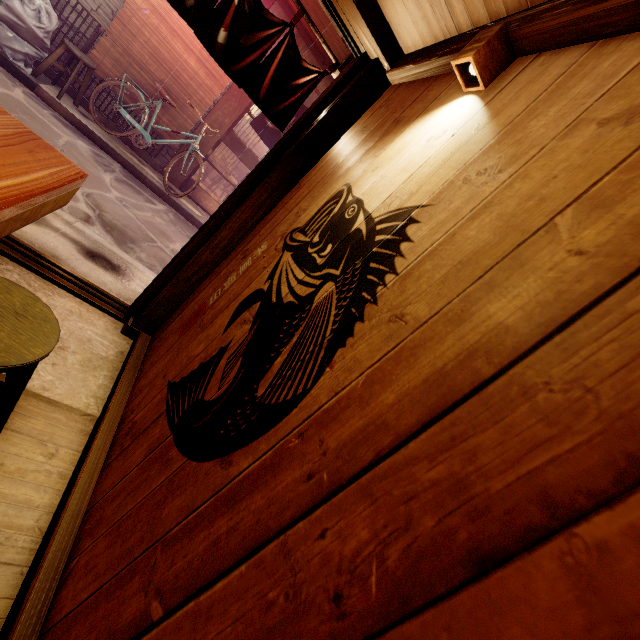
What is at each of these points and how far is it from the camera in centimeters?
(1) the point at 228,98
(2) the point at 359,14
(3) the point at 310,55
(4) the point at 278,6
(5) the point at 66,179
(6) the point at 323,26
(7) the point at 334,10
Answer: (1) wood pole, 1148cm
(2) wood bar, 349cm
(3) house, 1174cm
(4) house, 1087cm
(5) table, 251cm
(6) house, 1119cm
(7) door frame, 378cm

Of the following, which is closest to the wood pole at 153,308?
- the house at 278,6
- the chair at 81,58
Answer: the chair at 81,58

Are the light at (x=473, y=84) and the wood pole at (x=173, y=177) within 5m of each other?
no

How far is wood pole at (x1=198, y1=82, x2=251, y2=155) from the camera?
11.46m

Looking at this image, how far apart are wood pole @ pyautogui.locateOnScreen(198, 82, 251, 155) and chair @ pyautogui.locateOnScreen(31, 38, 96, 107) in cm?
280

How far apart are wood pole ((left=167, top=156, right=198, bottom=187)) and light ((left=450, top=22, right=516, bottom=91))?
11.62m

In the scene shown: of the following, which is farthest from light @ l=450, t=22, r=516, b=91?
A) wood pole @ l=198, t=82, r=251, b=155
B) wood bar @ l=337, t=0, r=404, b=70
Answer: wood pole @ l=198, t=82, r=251, b=155
